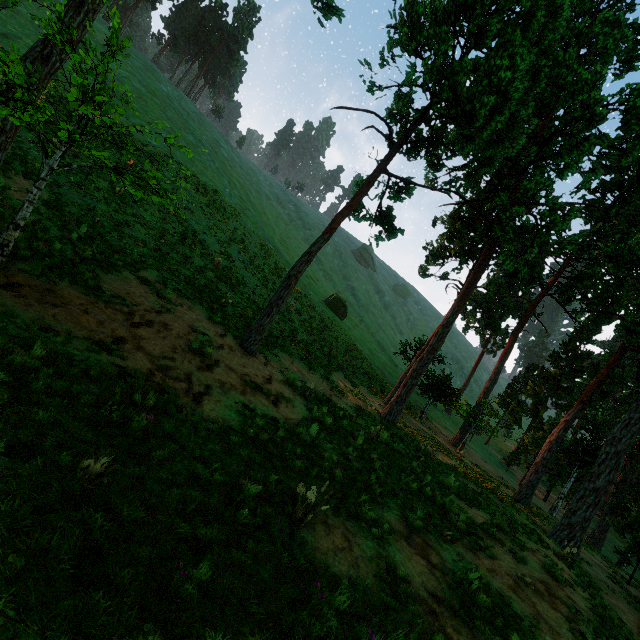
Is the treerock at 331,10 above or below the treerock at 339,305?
above

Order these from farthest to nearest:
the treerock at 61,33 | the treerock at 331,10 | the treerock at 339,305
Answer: the treerock at 339,305
the treerock at 331,10
the treerock at 61,33

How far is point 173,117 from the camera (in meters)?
45.31

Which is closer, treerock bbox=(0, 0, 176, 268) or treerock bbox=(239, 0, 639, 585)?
treerock bbox=(0, 0, 176, 268)

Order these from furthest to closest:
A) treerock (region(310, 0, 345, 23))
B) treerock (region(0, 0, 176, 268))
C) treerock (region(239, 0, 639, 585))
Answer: treerock (region(239, 0, 639, 585)) < treerock (region(310, 0, 345, 23)) < treerock (region(0, 0, 176, 268))

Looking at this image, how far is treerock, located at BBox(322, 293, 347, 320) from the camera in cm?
4417
